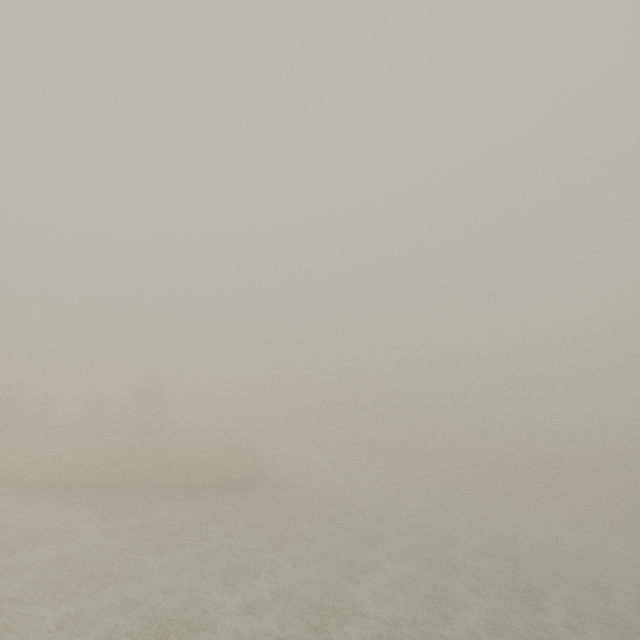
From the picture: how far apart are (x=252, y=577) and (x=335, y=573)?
5.15m
